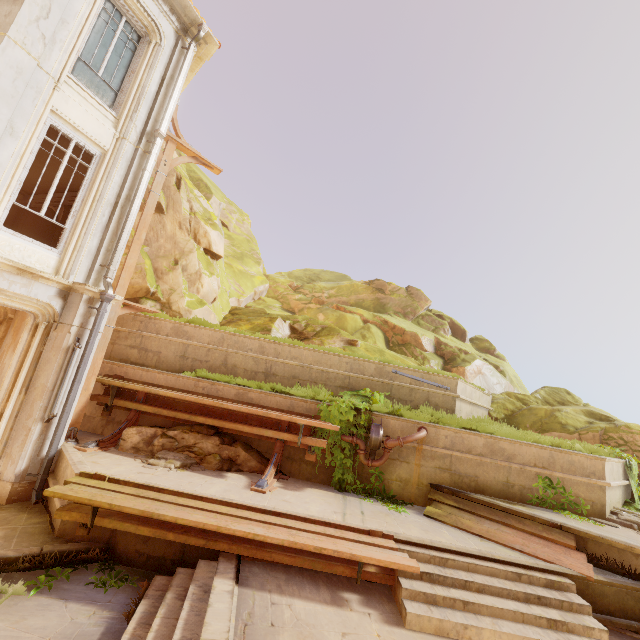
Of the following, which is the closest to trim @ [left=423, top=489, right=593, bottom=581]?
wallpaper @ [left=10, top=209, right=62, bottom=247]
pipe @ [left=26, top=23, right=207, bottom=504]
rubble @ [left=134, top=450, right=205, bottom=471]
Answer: rubble @ [left=134, top=450, right=205, bottom=471]

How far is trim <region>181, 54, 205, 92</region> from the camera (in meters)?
10.23

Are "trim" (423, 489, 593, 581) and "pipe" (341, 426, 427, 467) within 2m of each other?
yes

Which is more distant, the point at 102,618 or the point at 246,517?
the point at 246,517

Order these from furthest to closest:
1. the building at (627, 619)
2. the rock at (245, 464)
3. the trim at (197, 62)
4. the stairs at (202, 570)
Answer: the trim at (197, 62)
the rock at (245, 464)
the building at (627, 619)
the stairs at (202, 570)

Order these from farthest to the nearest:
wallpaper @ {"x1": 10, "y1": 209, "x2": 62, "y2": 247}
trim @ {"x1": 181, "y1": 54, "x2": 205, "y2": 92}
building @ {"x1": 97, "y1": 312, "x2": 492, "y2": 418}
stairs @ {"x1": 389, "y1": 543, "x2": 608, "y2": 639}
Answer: wallpaper @ {"x1": 10, "y1": 209, "x2": 62, "y2": 247}
trim @ {"x1": 181, "y1": 54, "x2": 205, "y2": 92}
building @ {"x1": 97, "y1": 312, "x2": 492, "y2": 418}
stairs @ {"x1": 389, "y1": 543, "x2": 608, "y2": 639}

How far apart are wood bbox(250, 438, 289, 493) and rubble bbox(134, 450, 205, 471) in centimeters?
115cm

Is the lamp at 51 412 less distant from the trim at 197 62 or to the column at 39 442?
the column at 39 442
